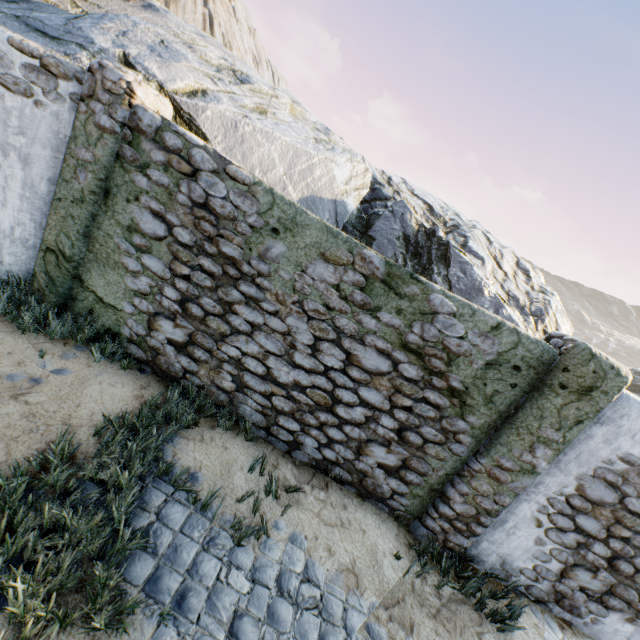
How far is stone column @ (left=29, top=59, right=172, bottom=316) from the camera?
3.6m

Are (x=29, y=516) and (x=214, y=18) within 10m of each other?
no

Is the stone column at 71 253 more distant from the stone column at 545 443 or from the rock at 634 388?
the rock at 634 388

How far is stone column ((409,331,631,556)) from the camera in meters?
3.5

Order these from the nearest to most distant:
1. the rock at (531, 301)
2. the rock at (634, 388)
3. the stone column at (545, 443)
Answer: the stone column at (545, 443), the rock at (531, 301), the rock at (634, 388)

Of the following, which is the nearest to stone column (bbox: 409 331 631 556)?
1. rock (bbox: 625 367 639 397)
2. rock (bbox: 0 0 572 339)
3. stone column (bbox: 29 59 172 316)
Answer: rock (bbox: 0 0 572 339)

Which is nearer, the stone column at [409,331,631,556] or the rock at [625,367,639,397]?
the stone column at [409,331,631,556]

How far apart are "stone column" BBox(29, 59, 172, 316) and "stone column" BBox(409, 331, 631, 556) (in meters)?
5.45
